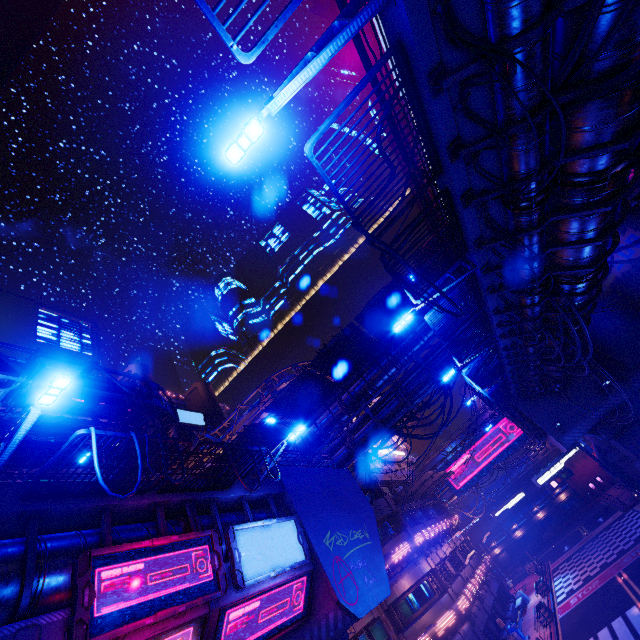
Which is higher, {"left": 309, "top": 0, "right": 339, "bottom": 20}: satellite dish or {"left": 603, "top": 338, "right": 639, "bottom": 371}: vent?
{"left": 309, "top": 0, "right": 339, "bottom": 20}: satellite dish

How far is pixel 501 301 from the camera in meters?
13.1

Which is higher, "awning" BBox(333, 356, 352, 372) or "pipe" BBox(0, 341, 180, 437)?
"pipe" BBox(0, 341, 180, 437)

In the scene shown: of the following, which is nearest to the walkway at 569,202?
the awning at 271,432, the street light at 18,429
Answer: the street light at 18,429

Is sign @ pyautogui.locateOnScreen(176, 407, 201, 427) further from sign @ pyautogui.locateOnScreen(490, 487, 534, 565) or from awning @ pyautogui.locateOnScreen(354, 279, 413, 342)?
sign @ pyautogui.locateOnScreen(490, 487, 534, 565)

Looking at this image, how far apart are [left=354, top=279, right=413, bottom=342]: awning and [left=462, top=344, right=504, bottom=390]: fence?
6.0m

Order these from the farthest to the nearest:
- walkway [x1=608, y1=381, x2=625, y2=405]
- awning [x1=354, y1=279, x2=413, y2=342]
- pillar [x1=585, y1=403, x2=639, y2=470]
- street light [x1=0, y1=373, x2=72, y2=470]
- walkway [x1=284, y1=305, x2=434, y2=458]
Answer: walkway [x1=608, y1=381, x2=625, y2=405], pillar [x1=585, y1=403, x2=639, y2=470], walkway [x1=284, y1=305, x2=434, y2=458], awning [x1=354, y1=279, x2=413, y2=342], street light [x1=0, y1=373, x2=72, y2=470]

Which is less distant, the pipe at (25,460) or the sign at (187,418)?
the pipe at (25,460)
